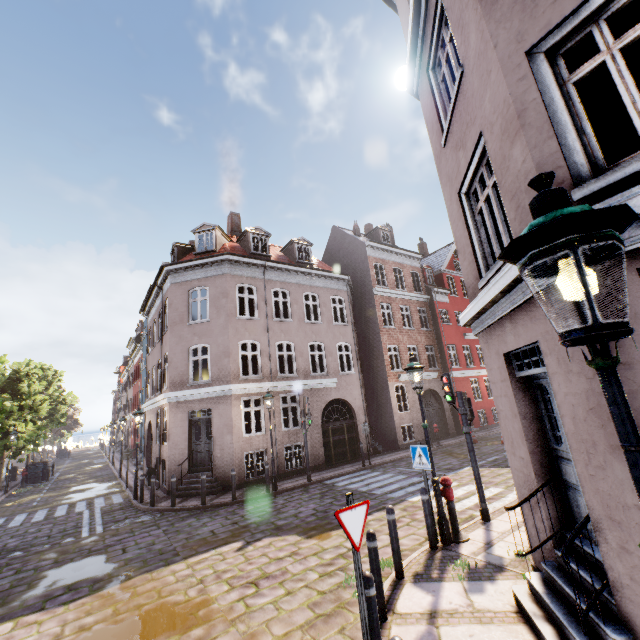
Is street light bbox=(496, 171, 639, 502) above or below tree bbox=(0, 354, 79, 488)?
below

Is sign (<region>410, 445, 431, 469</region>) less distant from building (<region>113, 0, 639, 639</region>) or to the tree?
building (<region>113, 0, 639, 639</region>)

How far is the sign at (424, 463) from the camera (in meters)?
6.94

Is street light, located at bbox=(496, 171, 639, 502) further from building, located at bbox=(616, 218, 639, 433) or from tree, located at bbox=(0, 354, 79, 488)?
tree, located at bbox=(0, 354, 79, 488)

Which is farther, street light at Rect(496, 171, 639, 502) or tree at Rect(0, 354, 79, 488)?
tree at Rect(0, 354, 79, 488)

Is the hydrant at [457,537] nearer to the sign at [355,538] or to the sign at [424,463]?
the sign at [424,463]

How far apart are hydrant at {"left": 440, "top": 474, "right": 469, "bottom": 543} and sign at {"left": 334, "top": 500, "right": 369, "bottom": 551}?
4.04m

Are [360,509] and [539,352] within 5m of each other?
yes
